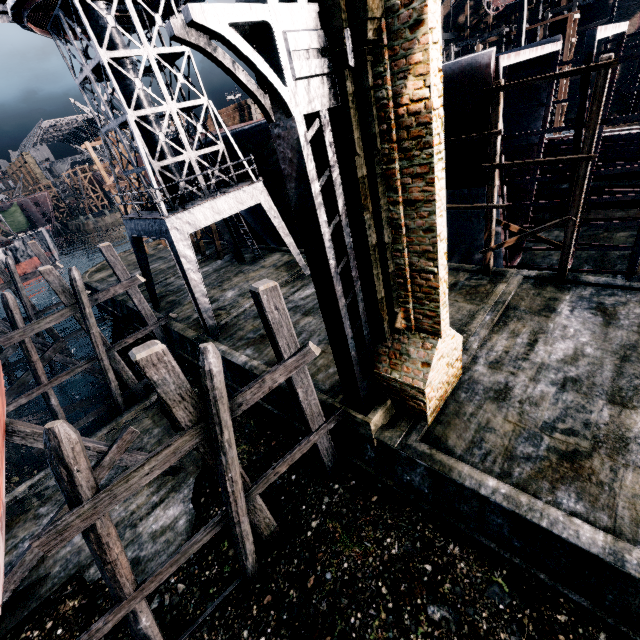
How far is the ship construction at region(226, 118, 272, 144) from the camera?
17.5m

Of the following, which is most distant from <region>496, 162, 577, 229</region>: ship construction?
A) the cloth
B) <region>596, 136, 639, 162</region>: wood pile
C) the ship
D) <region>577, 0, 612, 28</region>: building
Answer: the ship

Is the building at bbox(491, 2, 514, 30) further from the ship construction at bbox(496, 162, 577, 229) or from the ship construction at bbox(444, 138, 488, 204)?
the ship construction at bbox(444, 138, 488, 204)

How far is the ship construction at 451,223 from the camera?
16.0m

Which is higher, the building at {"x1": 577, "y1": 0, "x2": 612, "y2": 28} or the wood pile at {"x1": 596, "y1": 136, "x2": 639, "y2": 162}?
the building at {"x1": 577, "y1": 0, "x2": 612, "y2": 28}

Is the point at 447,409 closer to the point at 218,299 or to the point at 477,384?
the point at 477,384

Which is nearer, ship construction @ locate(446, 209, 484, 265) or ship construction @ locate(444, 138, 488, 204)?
ship construction @ locate(444, 138, 488, 204)

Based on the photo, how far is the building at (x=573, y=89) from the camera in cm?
4147
